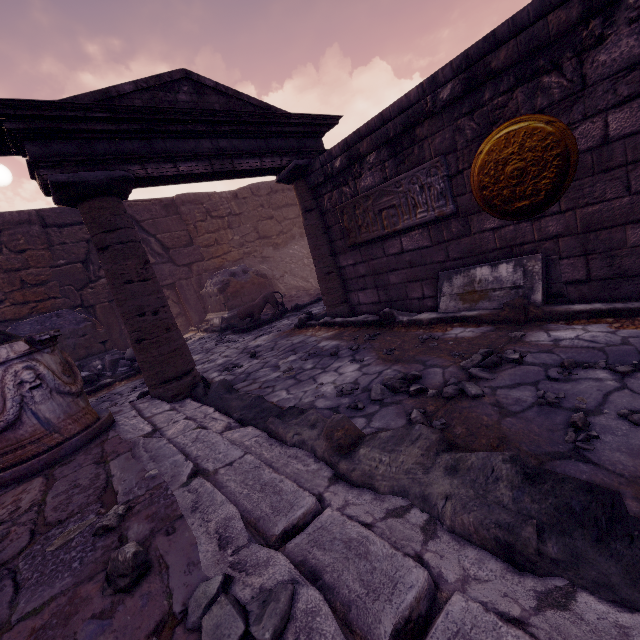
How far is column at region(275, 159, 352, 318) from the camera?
5.47m

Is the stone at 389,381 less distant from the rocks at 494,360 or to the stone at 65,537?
the rocks at 494,360

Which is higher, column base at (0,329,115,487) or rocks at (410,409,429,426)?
column base at (0,329,115,487)

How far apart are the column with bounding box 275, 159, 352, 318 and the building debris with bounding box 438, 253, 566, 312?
1.9 meters

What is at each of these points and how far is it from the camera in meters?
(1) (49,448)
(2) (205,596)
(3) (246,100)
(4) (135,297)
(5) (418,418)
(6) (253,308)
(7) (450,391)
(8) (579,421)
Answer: (1) column base, 2.5
(2) stone, 1.0
(3) pediment, 5.1
(4) column, 3.8
(5) rocks, 2.1
(6) sculpture, 8.8
(7) rocks, 2.4
(8) stone, 1.7

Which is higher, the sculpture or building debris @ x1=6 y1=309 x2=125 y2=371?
building debris @ x1=6 y1=309 x2=125 y2=371

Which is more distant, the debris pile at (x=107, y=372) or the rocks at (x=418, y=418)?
the debris pile at (x=107, y=372)

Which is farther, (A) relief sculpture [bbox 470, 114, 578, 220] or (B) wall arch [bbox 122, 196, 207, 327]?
(B) wall arch [bbox 122, 196, 207, 327]
